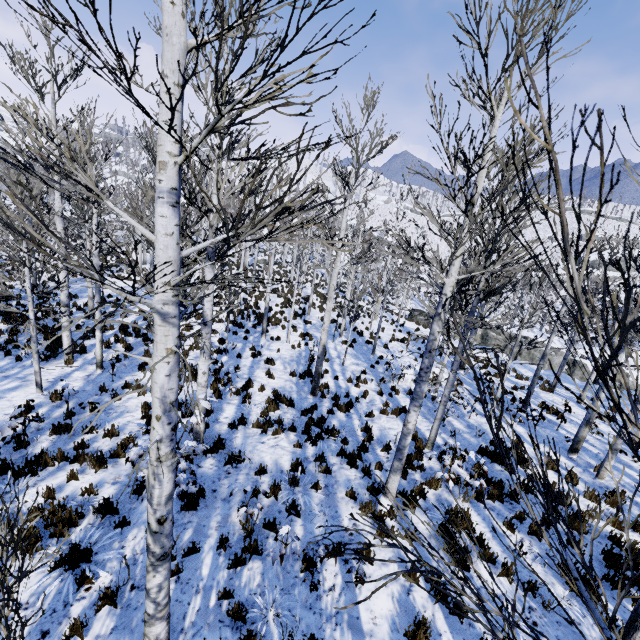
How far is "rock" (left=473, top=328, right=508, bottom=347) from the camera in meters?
29.2 m

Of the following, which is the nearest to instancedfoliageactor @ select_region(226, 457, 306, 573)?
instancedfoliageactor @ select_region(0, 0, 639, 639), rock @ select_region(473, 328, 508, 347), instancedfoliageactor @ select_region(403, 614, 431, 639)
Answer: instancedfoliageactor @ select_region(403, 614, 431, 639)

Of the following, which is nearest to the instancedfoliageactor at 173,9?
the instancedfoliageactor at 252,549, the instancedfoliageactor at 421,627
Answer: the instancedfoliageactor at 421,627

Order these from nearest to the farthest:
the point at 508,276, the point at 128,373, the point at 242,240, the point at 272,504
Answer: the point at 272,504 < the point at 508,276 < the point at 128,373 < the point at 242,240

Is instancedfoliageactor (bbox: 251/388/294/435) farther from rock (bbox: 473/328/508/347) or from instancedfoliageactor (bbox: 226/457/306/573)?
instancedfoliageactor (bbox: 226/457/306/573)

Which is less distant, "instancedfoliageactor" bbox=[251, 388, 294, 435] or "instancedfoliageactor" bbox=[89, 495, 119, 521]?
"instancedfoliageactor" bbox=[89, 495, 119, 521]

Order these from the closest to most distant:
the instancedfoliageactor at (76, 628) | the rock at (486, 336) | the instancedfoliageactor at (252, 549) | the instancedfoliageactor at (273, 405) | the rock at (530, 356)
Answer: the instancedfoliageactor at (76, 628)
the instancedfoliageactor at (252, 549)
the instancedfoliageactor at (273, 405)
the rock at (530, 356)
the rock at (486, 336)
